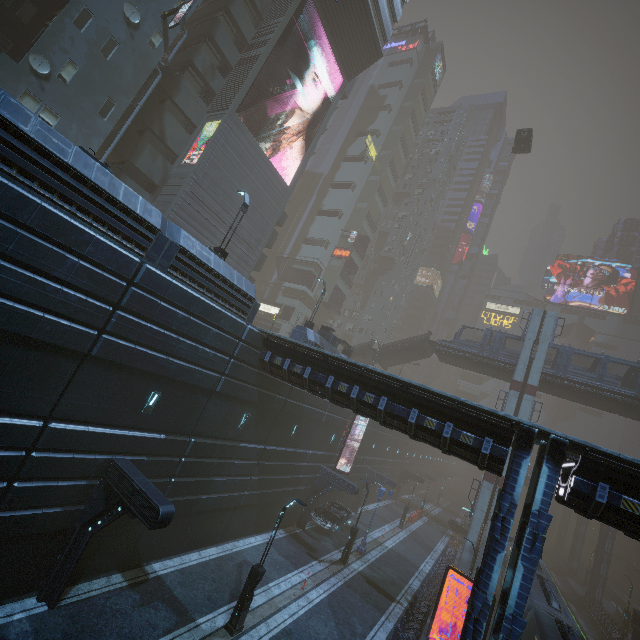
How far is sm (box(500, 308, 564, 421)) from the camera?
30.8m

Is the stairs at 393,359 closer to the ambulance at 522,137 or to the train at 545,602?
the train at 545,602

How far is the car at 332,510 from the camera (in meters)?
25.62

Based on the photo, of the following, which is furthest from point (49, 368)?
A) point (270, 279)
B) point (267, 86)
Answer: point (267, 86)

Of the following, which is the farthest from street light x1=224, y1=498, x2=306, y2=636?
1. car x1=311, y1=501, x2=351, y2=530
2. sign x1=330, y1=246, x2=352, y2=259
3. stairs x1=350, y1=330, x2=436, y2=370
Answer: sign x1=330, y1=246, x2=352, y2=259

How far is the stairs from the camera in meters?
39.4 m

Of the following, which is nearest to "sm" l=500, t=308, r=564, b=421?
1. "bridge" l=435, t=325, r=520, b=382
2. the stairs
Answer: "bridge" l=435, t=325, r=520, b=382

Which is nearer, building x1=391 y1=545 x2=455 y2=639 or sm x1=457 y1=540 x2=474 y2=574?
building x1=391 y1=545 x2=455 y2=639
